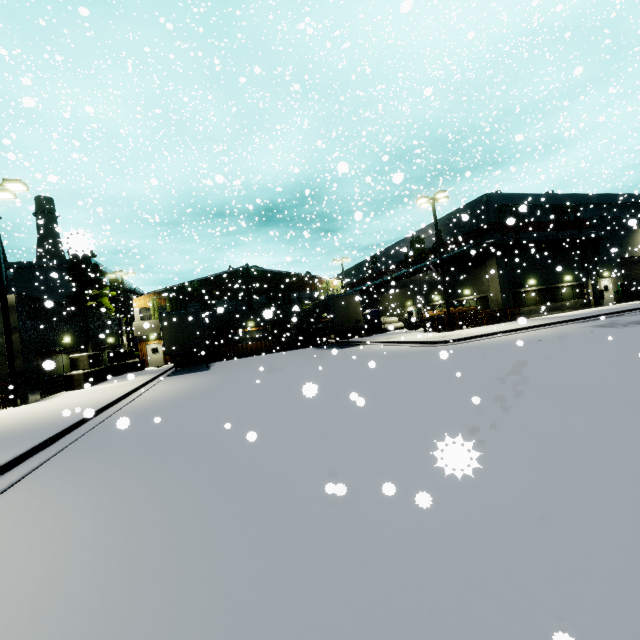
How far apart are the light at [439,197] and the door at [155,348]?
29.03m

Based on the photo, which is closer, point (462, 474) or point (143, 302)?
point (462, 474)

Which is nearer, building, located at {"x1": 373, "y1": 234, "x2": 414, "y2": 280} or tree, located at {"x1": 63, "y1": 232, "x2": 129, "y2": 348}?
tree, located at {"x1": 63, "y1": 232, "x2": 129, "y2": 348}

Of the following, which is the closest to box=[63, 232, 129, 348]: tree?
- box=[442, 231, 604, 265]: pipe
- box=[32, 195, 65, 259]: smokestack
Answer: box=[32, 195, 65, 259]: smokestack

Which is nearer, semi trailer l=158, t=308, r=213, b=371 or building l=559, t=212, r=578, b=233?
semi trailer l=158, t=308, r=213, b=371

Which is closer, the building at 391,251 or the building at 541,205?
the building at 541,205

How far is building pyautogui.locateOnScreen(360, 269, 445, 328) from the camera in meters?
34.0

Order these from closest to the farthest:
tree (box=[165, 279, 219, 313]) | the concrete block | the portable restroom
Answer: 1. the concrete block
2. tree (box=[165, 279, 219, 313])
3. the portable restroom
